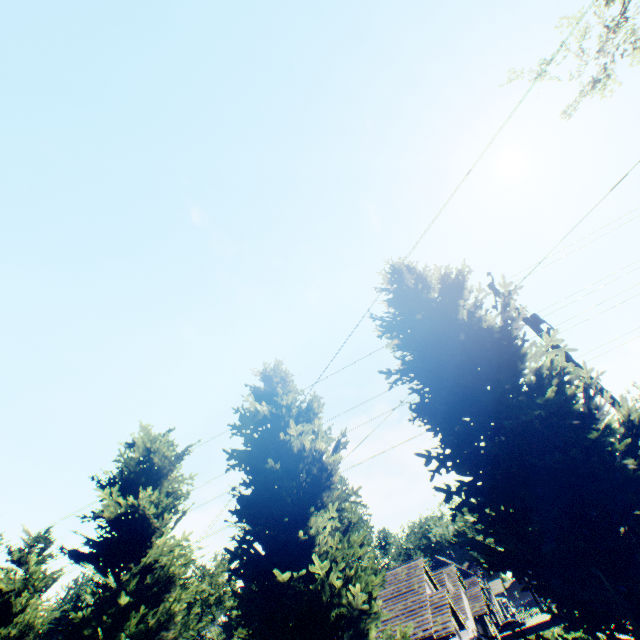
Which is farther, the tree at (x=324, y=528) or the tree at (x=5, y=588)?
the tree at (x=5, y=588)

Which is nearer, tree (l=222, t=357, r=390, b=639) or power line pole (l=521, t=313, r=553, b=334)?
tree (l=222, t=357, r=390, b=639)

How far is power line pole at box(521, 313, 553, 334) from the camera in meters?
9.9 m

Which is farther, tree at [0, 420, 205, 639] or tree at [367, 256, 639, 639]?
tree at [0, 420, 205, 639]

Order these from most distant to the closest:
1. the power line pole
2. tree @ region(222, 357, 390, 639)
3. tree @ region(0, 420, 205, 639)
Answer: the power line pole → tree @ region(0, 420, 205, 639) → tree @ region(222, 357, 390, 639)

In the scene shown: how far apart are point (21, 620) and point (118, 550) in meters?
5.3 m

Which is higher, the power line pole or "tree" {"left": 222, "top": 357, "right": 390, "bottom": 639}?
the power line pole

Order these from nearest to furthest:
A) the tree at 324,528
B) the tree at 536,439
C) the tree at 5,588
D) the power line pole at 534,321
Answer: the tree at 536,439 < the tree at 324,528 < the tree at 5,588 < the power line pole at 534,321
